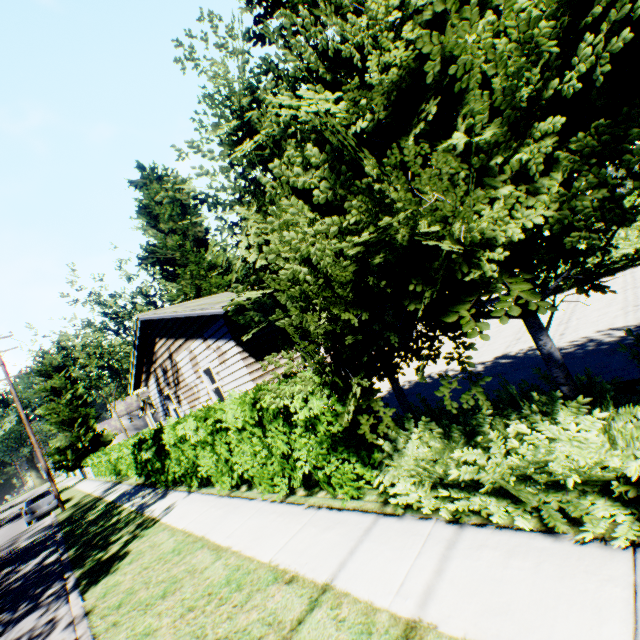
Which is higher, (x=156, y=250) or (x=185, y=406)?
(x=156, y=250)

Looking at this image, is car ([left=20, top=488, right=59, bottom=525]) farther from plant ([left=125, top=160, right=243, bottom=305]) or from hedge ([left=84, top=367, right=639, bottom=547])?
hedge ([left=84, top=367, right=639, bottom=547])

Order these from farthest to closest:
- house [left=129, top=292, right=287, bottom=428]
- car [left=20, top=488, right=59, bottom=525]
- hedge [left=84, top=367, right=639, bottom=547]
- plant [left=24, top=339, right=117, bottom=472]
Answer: plant [left=24, top=339, right=117, bottom=472] < car [left=20, top=488, right=59, bottom=525] < house [left=129, top=292, right=287, bottom=428] < hedge [left=84, top=367, right=639, bottom=547]

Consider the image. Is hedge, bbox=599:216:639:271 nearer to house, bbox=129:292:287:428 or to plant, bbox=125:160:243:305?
house, bbox=129:292:287:428

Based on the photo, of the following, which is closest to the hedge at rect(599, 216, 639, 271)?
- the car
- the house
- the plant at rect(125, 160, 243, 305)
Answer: the house

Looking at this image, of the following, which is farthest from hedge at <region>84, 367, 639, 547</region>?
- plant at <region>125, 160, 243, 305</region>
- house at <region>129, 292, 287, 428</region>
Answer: plant at <region>125, 160, 243, 305</region>

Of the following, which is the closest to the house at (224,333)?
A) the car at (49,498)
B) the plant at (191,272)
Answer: the plant at (191,272)

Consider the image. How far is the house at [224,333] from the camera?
9.78m
